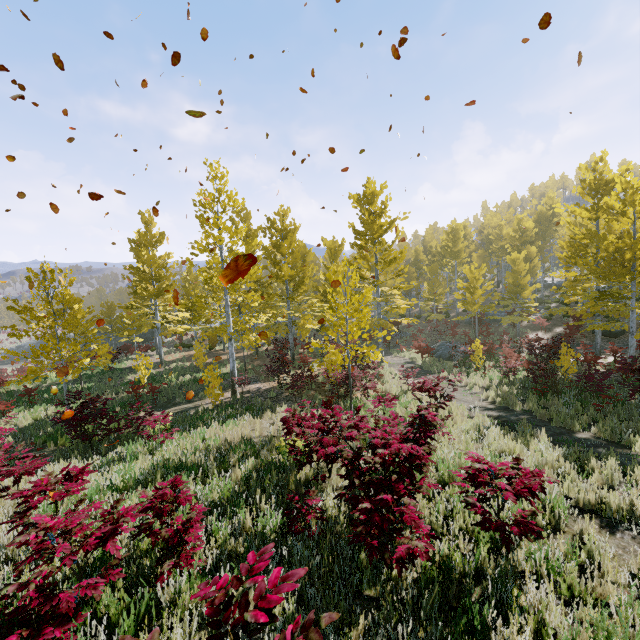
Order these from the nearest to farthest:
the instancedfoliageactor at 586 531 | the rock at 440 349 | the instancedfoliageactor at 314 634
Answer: the instancedfoliageactor at 314 634 < the instancedfoliageactor at 586 531 < the rock at 440 349

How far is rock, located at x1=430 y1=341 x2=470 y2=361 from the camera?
20.1m

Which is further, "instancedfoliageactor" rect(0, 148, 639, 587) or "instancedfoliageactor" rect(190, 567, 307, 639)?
"instancedfoliageactor" rect(0, 148, 639, 587)

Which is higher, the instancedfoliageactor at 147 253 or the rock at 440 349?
the instancedfoliageactor at 147 253

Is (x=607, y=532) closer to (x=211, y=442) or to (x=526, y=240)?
(x=211, y=442)

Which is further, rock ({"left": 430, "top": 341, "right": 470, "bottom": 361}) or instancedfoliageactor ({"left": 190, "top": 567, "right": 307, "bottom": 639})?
rock ({"left": 430, "top": 341, "right": 470, "bottom": 361})

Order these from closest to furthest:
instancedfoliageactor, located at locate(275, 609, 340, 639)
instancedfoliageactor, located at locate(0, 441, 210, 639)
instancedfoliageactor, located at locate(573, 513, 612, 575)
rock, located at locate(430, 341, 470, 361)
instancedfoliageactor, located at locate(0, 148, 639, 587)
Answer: instancedfoliageactor, located at locate(275, 609, 340, 639), instancedfoliageactor, located at locate(0, 441, 210, 639), instancedfoliageactor, located at locate(573, 513, 612, 575), instancedfoliageactor, located at locate(0, 148, 639, 587), rock, located at locate(430, 341, 470, 361)
